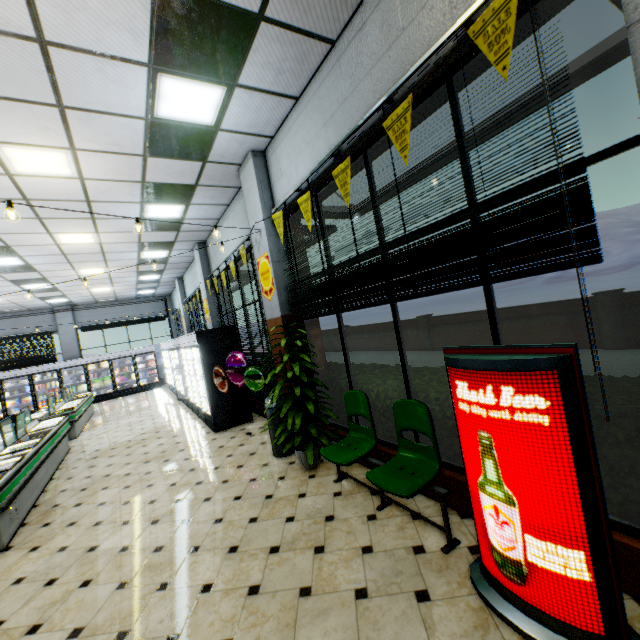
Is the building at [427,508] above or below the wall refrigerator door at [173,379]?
below

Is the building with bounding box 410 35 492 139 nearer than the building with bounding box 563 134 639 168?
No

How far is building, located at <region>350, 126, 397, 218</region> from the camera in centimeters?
341cm

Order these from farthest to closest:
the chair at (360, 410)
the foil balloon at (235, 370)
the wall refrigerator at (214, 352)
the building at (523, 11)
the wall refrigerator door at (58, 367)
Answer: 1. the wall refrigerator door at (58, 367)
2. the wall refrigerator at (214, 352)
3. the foil balloon at (235, 370)
4. the chair at (360, 410)
5. the building at (523, 11)

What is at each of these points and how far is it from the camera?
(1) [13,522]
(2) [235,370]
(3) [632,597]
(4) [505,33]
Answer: (1) meat refrigerator, 4.2 meters
(2) foil balloon, 6.5 meters
(3) building, 2.0 meters
(4) banner sign, 1.9 meters

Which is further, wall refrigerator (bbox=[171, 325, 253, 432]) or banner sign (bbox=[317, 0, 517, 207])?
wall refrigerator (bbox=[171, 325, 253, 432])

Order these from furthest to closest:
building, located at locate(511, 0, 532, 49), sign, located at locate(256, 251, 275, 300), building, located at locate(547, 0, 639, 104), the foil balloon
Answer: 1. the foil balloon
2. sign, located at locate(256, 251, 275, 300)
3. building, located at locate(511, 0, 532, 49)
4. building, located at locate(547, 0, 639, 104)
